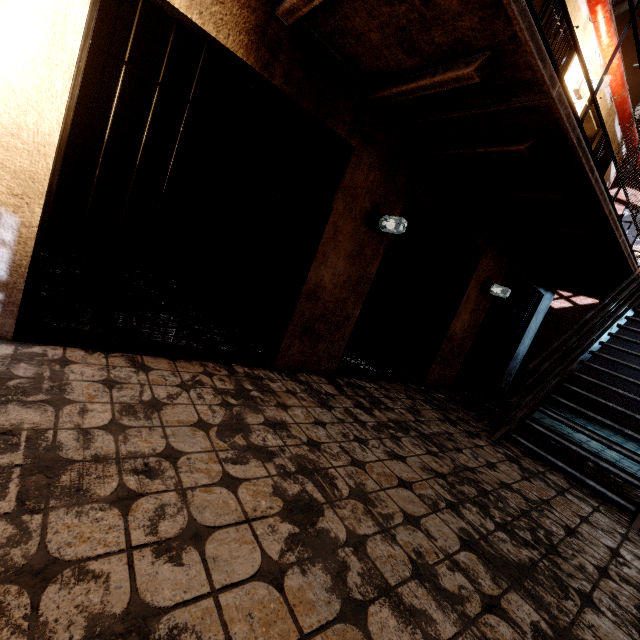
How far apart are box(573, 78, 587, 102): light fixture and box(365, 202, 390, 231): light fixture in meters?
4.0

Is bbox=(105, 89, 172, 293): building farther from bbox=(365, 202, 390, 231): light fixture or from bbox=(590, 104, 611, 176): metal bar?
bbox=(590, 104, 611, 176): metal bar

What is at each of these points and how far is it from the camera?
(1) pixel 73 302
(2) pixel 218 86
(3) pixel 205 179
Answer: (1) building, 3.2m
(2) building, 4.3m
(3) building, 5.7m

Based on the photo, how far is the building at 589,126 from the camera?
5.9m

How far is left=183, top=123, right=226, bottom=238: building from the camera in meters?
5.6 m

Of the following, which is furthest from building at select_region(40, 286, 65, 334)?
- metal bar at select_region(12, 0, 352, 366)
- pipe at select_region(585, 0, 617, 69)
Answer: pipe at select_region(585, 0, 617, 69)

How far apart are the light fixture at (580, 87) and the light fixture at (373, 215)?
4.0m

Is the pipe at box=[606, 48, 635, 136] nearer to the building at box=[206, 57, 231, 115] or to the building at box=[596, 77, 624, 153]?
the building at box=[596, 77, 624, 153]
